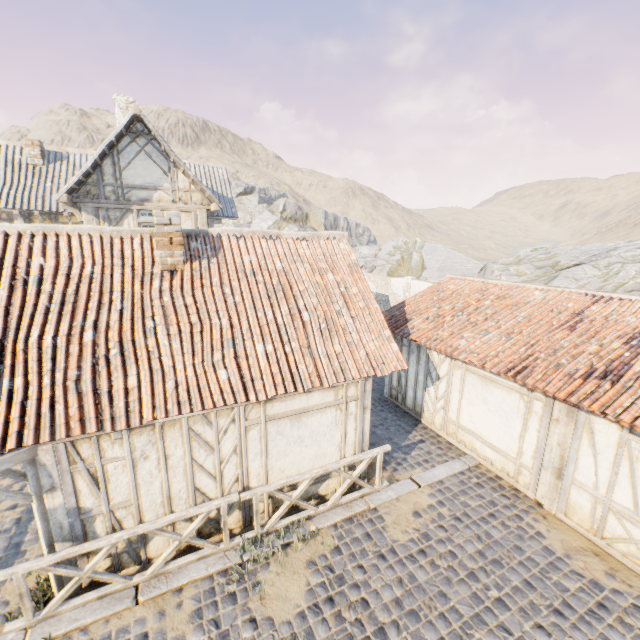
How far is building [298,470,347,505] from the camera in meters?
7.1

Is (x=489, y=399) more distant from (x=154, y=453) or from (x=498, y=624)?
(x=154, y=453)

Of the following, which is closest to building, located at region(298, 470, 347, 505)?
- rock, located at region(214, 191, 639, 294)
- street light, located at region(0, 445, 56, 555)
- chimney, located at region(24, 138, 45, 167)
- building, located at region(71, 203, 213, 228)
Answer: street light, located at region(0, 445, 56, 555)

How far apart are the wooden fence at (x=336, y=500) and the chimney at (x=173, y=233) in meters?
4.6 m

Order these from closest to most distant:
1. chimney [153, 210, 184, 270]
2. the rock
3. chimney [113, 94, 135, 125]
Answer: chimney [153, 210, 184, 270] → chimney [113, 94, 135, 125] → the rock

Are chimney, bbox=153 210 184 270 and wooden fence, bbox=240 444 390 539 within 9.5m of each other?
Result: yes

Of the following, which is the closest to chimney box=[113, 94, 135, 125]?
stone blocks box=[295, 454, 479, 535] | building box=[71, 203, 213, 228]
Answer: building box=[71, 203, 213, 228]

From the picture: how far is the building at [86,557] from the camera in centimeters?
517cm
